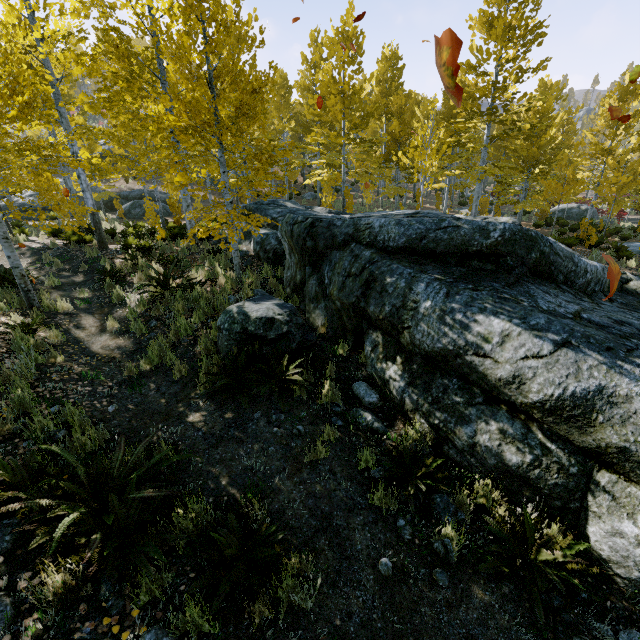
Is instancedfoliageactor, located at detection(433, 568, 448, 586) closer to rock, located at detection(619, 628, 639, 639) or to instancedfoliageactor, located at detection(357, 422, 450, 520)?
rock, located at detection(619, 628, 639, 639)

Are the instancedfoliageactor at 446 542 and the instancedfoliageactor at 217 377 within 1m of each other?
no

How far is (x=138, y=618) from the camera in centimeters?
255cm

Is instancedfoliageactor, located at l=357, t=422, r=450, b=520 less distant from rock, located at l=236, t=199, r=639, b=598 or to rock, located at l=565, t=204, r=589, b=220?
rock, located at l=236, t=199, r=639, b=598

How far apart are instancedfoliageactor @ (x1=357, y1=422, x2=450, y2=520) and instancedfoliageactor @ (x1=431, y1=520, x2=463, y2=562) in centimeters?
39cm

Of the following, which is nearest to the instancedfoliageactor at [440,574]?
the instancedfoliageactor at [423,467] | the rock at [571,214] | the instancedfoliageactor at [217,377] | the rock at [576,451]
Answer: the rock at [576,451]

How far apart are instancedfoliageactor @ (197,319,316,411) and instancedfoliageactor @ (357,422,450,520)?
1.43m

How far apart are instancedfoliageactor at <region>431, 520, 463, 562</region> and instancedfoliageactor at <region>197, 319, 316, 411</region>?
2.4 meters
